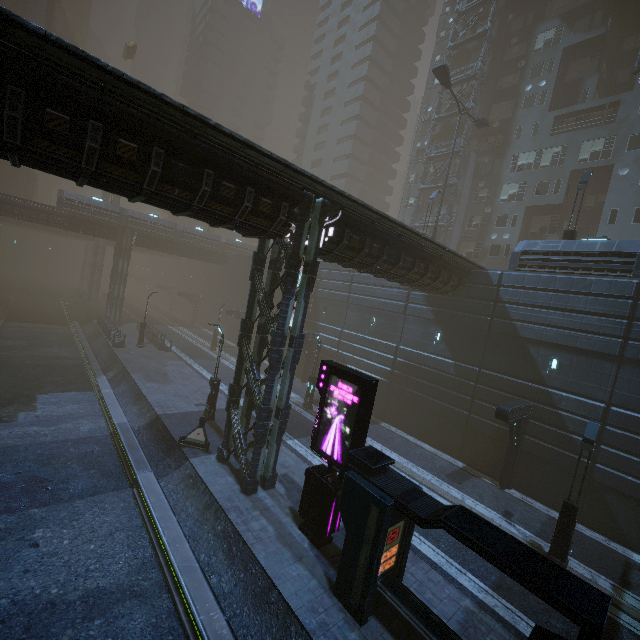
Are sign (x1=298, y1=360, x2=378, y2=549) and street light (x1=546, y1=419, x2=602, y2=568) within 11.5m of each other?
yes

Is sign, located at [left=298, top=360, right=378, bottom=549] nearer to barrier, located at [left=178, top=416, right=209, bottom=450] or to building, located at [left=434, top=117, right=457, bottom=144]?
building, located at [left=434, top=117, right=457, bottom=144]

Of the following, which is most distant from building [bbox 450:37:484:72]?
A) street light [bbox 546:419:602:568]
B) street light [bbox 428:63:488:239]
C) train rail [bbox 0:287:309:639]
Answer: street light [bbox 546:419:602:568]

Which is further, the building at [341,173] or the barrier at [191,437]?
the building at [341,173]

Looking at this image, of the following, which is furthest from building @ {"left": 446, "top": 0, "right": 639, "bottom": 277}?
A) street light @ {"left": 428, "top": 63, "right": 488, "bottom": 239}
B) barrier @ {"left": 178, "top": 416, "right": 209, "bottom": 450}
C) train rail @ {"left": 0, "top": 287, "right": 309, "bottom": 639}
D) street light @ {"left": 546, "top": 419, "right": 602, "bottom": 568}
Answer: street light @ {"left": 546, "top": 419, "right": 602, "bottom": 568}

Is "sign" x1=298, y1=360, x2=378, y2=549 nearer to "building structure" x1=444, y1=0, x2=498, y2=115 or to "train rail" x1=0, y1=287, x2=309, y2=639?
"train rail" x1=0, y1=287, x2=309, y2=639

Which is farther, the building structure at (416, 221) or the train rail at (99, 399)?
the building structure at (416, 221)

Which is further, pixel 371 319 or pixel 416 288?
pixel 371 319
